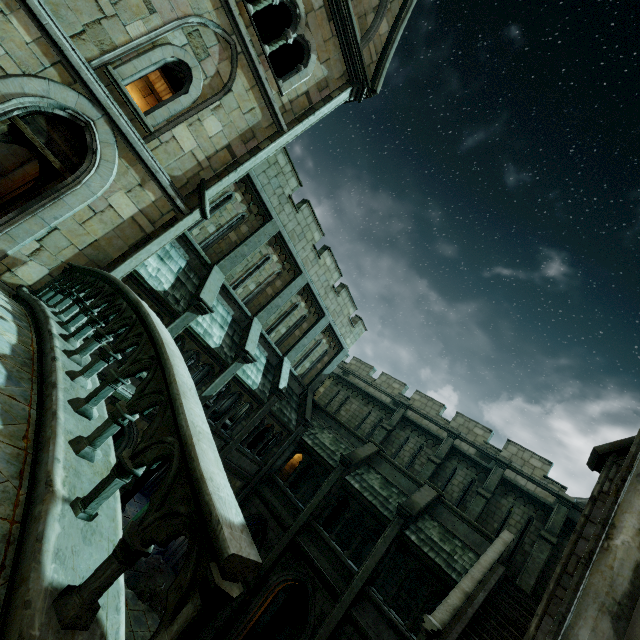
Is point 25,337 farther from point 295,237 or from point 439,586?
point 439,586

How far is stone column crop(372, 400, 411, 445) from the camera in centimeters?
2056cm

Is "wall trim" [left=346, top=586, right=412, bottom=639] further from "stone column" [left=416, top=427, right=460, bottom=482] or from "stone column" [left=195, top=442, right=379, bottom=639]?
"stone column" [left=416, top=427, right=460, bottom=482]

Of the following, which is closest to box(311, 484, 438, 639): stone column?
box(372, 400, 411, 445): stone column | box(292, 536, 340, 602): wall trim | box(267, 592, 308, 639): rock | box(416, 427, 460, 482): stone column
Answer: box(292, 536, 340, 602): wall trim

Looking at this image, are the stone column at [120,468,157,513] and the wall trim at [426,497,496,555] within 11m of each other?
no

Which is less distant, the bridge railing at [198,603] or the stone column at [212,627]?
the bridge railing at [198,603]

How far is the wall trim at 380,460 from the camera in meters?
15.5 m

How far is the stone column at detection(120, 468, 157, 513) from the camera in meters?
15.6
